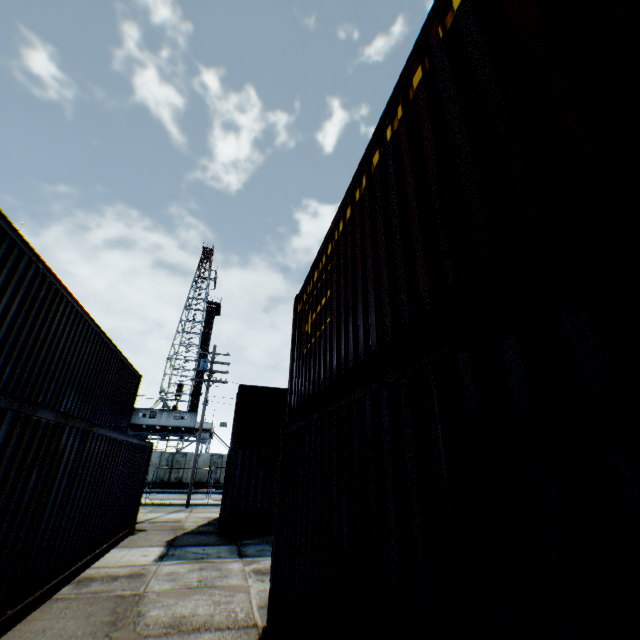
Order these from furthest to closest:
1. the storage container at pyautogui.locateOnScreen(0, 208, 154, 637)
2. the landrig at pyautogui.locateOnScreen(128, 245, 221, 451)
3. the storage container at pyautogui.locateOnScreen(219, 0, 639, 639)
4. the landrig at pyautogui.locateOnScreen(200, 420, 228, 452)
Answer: the landrig at pyautogui.locateOnScreen(200, 420, 228, 452), the landrig at pyautogui.locateOnScreen(128, 245, 221, 451), the storage container at pyautogui.locateOnScreen(0, 208, 154, 637), the storage container at pyautogui.locateOnScreen(219, 0, 639, 639)

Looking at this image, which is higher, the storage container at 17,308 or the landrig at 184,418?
the landrig at 184,418

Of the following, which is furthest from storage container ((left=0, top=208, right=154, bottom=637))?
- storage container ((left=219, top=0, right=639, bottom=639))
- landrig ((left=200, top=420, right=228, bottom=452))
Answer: landrig ((left=200, top=420, right=228, bottom=452))

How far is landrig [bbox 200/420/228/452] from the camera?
39.1m

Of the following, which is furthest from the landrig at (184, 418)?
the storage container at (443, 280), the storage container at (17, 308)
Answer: the storage container at (443, 280)

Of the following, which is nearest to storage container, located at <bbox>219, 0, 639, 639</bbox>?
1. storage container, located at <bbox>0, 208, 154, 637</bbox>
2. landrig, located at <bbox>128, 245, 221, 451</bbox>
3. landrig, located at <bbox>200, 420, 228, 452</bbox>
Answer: storage container, located at <bbox>0, 208, 154, 637</bbox>

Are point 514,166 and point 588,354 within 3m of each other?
yes
